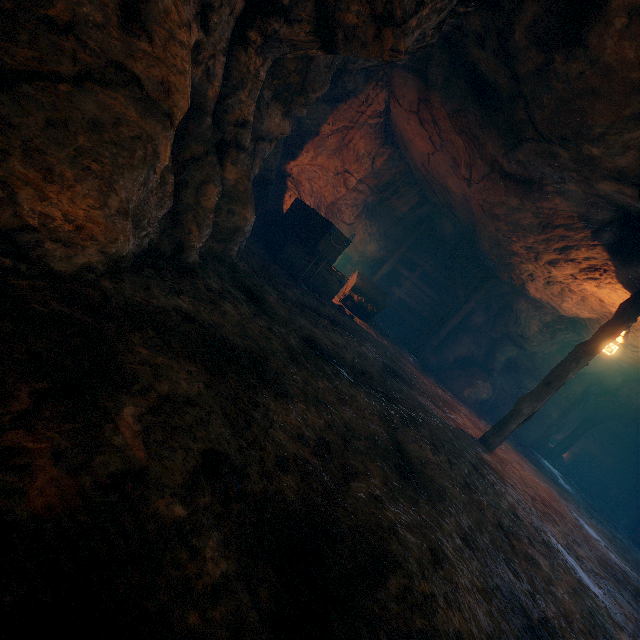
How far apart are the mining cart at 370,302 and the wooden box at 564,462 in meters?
18.6 m

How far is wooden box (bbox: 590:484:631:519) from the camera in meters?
18.3

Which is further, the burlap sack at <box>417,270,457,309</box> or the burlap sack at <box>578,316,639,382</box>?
the burlap sack at <box>417,270,457,309</box>

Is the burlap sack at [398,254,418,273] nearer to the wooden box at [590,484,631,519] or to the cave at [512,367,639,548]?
the cave at [512,367,639,548]

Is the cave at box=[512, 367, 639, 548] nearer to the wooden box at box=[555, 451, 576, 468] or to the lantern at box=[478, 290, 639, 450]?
the wooden box at box=[555, 451, 576, 468]

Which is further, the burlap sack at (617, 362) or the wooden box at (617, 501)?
the wooden box at (617, 501)

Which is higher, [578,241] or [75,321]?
[578,241]

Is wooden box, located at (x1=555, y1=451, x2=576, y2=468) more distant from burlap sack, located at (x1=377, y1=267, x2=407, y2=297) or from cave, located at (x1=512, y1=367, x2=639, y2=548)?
burlap sack, located at (x1=377, y1=267, x2=407, y2=297)
